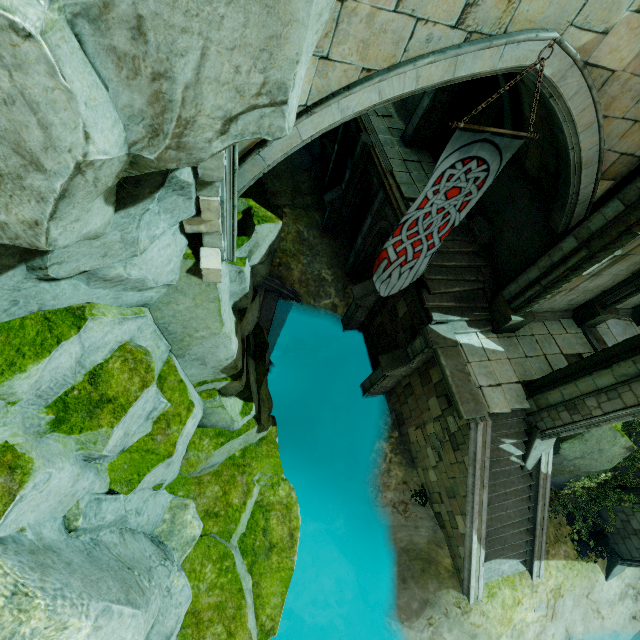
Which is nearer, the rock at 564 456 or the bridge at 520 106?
the bridge at 520 106

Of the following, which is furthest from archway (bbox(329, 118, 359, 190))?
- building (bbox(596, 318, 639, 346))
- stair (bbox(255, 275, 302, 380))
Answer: building (bbox(596, 318, 639, 346))

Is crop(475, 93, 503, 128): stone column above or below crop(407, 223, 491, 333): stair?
above

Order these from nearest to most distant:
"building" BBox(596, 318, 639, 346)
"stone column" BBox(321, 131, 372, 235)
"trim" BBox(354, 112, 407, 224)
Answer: "trim" BBox(354, 112, 407, 224), "building" BBox(596, 318, 639, 346), "stone column" BBox(321, 131, 372, 235)

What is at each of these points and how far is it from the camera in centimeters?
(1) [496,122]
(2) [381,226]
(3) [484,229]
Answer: (1) stone column, 1078cm
(2) archway, 1327cm
(3) column base, 1134cm

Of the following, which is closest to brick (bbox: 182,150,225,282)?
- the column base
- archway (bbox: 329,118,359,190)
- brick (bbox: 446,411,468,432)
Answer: brick (bbox: 446,411,468,432)

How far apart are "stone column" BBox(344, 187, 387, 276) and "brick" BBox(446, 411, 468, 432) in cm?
802

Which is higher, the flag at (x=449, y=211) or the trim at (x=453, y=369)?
the flag at (x=449, y=211)
